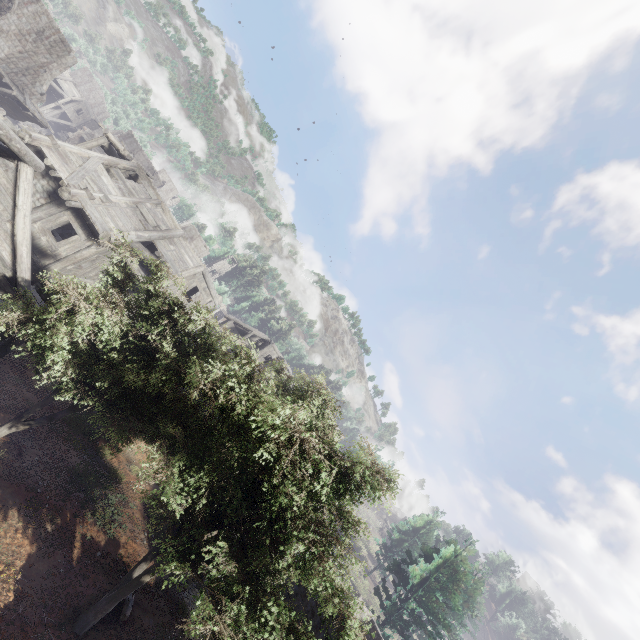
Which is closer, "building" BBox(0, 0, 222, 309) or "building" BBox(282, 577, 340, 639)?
"building" BBox(282, 577, 340, 639)

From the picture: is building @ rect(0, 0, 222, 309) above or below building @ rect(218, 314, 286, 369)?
below

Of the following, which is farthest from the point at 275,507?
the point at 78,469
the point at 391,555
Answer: the point at 391,555

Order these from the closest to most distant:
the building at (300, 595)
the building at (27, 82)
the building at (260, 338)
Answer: the building at (300, 595), the building at (27, 82), the building at (260, 338)

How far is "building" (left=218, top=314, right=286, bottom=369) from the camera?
39.03m

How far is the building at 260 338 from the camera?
39.0m
